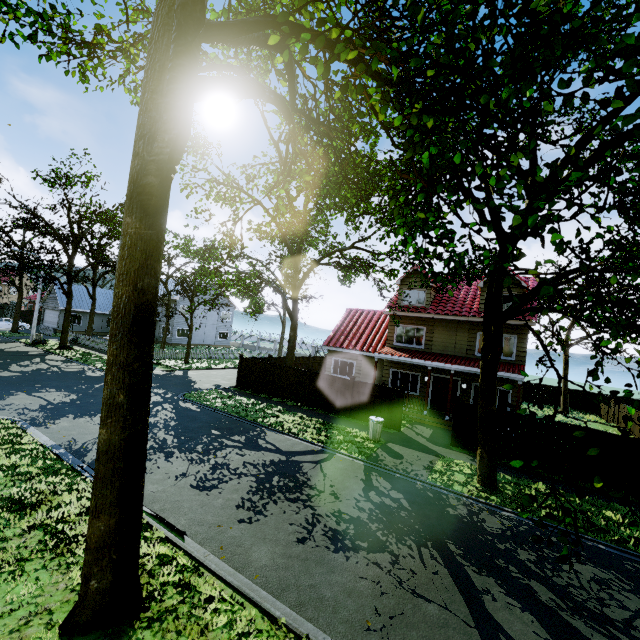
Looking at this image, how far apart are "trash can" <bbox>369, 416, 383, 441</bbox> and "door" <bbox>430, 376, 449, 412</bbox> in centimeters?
688cm

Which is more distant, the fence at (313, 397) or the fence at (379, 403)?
the fence at (313, 397)

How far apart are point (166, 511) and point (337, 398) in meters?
11.3 m

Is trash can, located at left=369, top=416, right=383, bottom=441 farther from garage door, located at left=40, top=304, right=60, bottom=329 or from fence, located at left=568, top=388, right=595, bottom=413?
garage door, located at left=40, top=304, right=60, bottom=329

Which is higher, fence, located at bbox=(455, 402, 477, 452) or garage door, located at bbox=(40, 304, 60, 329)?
garage door, located at bbox=(40, 304, 60, 329)

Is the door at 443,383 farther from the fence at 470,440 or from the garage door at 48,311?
the garage door at 48,311

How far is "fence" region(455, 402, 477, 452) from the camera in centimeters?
1420cm

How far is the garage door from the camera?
41.5m
